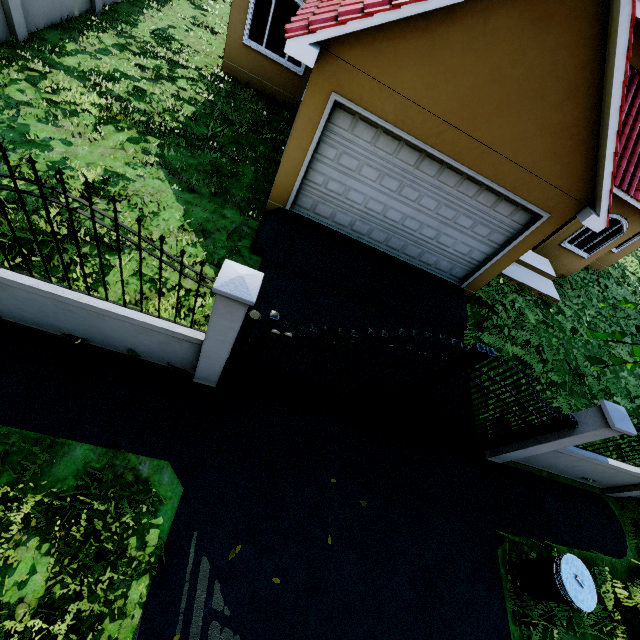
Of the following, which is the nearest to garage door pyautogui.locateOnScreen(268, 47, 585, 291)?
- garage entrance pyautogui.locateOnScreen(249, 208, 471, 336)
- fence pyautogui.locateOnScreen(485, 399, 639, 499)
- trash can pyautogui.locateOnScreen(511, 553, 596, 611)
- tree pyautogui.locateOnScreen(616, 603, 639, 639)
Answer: garage entrance pyautogui.locateOnScreen(249, 208, 471, 336)

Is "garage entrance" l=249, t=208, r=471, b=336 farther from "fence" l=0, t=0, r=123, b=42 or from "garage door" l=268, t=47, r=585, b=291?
"fence" l=0, t=0, r=123, b=42

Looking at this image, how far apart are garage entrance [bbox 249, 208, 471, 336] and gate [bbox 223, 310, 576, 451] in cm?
270

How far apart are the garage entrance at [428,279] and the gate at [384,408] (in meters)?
2.70

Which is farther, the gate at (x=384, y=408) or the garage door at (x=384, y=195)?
the garage door at (x=384, y=195)

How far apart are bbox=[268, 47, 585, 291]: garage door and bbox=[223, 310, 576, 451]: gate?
4.0m

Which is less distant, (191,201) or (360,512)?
(360,512)

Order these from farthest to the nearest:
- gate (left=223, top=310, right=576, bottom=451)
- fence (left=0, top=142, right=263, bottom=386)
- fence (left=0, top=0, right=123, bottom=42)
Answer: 1. fence (left=0, top=0, right=123, bottom=42)
2. gate (left=223, top=310, right=576, bottom=451)
3. fence (left=0, top=142, right=263, bottom=386)
